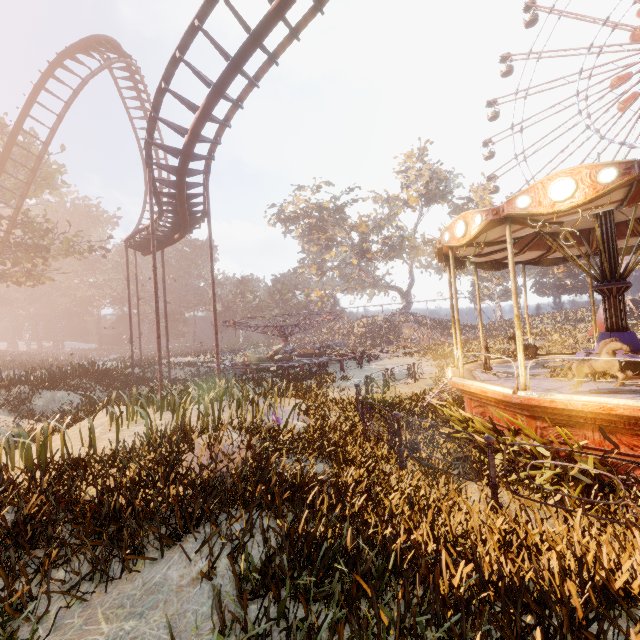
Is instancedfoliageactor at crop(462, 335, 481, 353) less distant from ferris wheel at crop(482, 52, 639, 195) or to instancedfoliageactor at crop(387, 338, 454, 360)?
instancedfoliageactor at crop(387, 338, 454, 360)

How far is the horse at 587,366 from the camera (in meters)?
5.61

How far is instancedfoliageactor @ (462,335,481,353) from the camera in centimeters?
2331cm

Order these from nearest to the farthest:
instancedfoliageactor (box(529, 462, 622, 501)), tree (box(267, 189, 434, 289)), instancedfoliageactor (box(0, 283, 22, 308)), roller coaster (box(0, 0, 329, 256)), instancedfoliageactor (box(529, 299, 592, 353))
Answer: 1. instancedfoliageactor (box(529, 462, 622, 501))
2. roller coaster (box(0, 0, 329, 256))
3. instancedfoliageactor (box(529, 299, 592, 353))
4. tree (box(267, 189, 434, 289))
5. instancedfoliageactor (box(0, 283, 22, 308))

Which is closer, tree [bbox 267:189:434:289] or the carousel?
the carousel

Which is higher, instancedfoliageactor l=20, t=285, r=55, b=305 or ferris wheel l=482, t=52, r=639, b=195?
ferris wheel l=482, t=52, r=639, b=195

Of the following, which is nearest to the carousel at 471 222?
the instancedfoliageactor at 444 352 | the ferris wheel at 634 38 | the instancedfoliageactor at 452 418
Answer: the instancedfoliageactor at 452 418

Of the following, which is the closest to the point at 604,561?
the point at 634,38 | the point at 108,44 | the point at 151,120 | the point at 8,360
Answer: the point at 151,120
